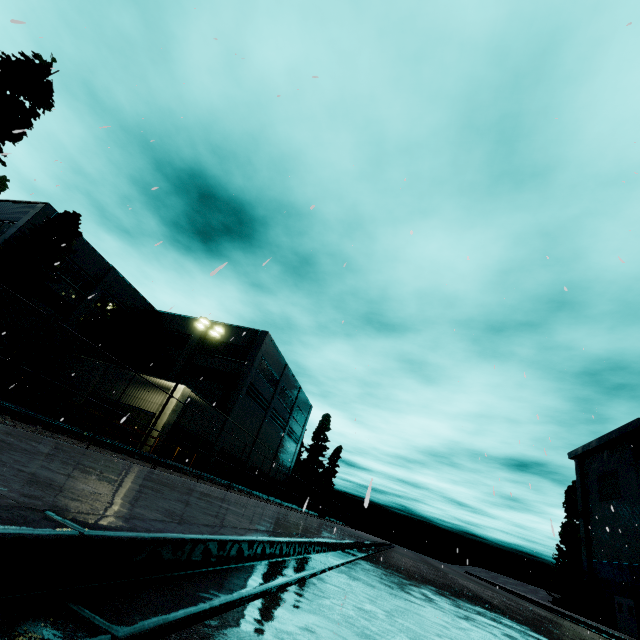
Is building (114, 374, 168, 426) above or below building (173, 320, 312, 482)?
below

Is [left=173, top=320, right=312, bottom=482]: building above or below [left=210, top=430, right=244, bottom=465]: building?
above

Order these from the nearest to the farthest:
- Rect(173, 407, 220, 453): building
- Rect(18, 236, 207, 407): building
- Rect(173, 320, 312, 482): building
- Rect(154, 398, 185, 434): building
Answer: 1. Rect(154, 398, 185, 434): building
2. Rect(173, 407, 220, 453): building
3. Rect(18, 236, 207, 407): building
4. Rect(173, 320, 312, 482): building

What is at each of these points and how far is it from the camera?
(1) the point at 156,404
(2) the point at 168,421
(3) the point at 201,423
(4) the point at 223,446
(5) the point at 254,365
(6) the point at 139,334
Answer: (1) building, 24.06m
(2) building, 23.30m
(3) building, 27.38m
(4) building, 31.20m
(5) building, 34.00m
(6) building, 38.97m

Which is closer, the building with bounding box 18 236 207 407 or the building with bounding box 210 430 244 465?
the building with bounding box 18 236 207 407

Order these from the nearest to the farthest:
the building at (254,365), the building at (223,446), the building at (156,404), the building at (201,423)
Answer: the building at (156,404)
the building at (201,423)
the building at (223,446)
the building at (254,365)

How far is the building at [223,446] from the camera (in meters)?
29.89

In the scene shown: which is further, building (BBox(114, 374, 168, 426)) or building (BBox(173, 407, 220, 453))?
building (BBox(173, 407, 220, 453))
